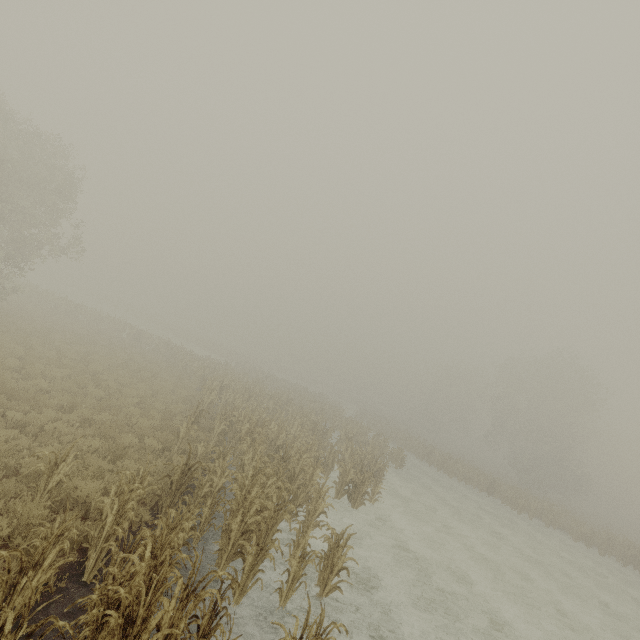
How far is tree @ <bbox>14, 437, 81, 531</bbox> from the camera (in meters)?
5.82

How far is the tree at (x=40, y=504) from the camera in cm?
582

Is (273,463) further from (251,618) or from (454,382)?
(454,382)
